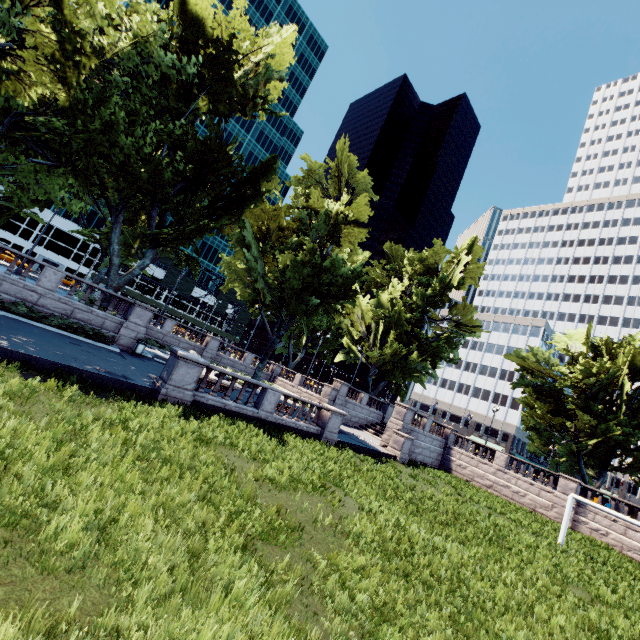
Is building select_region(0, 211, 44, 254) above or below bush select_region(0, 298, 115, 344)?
above

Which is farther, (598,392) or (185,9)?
(598,392)

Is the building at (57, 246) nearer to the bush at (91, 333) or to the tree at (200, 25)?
the tree at (200, 25)

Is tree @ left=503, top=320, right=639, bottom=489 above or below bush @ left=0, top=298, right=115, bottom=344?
above

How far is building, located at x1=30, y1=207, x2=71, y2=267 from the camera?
58.00m

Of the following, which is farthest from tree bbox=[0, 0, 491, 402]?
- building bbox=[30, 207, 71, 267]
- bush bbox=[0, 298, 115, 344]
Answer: building bbox=[30, 207, 71, 267]

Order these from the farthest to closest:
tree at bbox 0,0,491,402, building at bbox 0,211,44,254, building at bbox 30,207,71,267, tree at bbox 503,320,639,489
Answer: building at bbox 30,207,71,267, building at bbox 0,211,44,254, tree at bbox 503,320,639,489, tree at bbox 0,0,491,402
